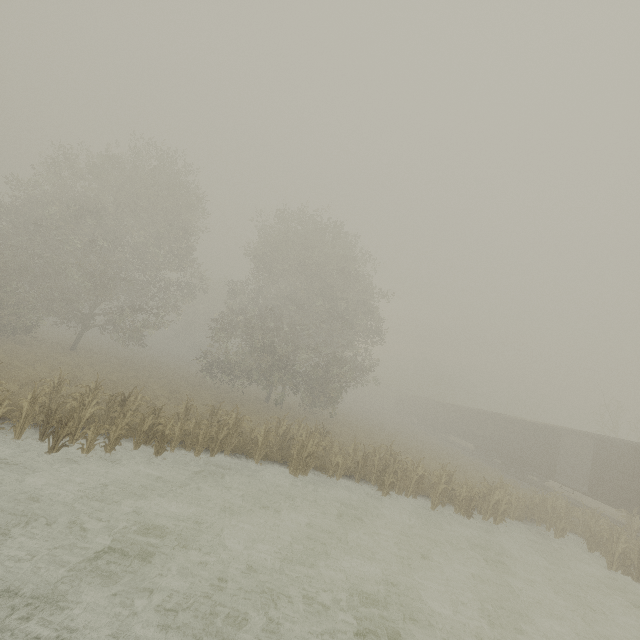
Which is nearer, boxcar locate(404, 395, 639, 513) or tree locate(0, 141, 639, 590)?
tree locate(0, 141, 639, 590)

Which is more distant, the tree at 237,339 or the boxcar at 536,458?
the boxcar at 536,458

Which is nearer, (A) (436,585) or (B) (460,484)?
(A) (436,585)
